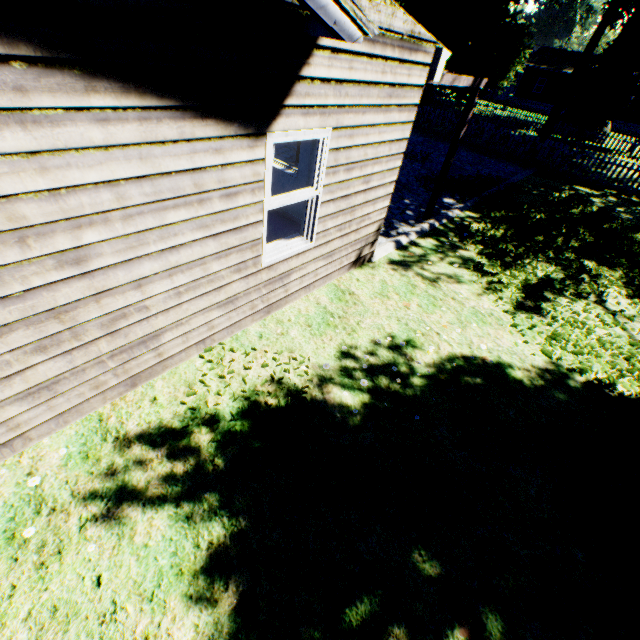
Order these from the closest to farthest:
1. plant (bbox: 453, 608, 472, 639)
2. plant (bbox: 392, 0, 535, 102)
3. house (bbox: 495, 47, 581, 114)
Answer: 1. plant (bbox: 453, 608, 472, 639)
2. plant (bbox: 392, 0, 535, 102)
3. house (bbox: 495, 47, 581, 114)

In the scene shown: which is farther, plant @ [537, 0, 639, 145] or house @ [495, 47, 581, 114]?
house @ [495, 47, 581, 114]

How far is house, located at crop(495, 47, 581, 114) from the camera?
40.9 meters

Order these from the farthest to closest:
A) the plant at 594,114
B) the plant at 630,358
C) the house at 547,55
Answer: the house at 547,55 < the plant at 594,114 < the plant at 630,358

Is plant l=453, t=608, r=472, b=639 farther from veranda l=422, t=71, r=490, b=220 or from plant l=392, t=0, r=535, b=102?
plant l=392, t=0, r=535, b=102

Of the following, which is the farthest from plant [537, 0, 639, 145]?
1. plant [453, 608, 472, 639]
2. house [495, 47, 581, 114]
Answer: plant [453, 608, 472, 639]

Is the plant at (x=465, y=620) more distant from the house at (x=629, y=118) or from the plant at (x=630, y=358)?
the house at (x=629, y=118)

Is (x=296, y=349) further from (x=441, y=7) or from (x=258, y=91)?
(x=441, y=7)
